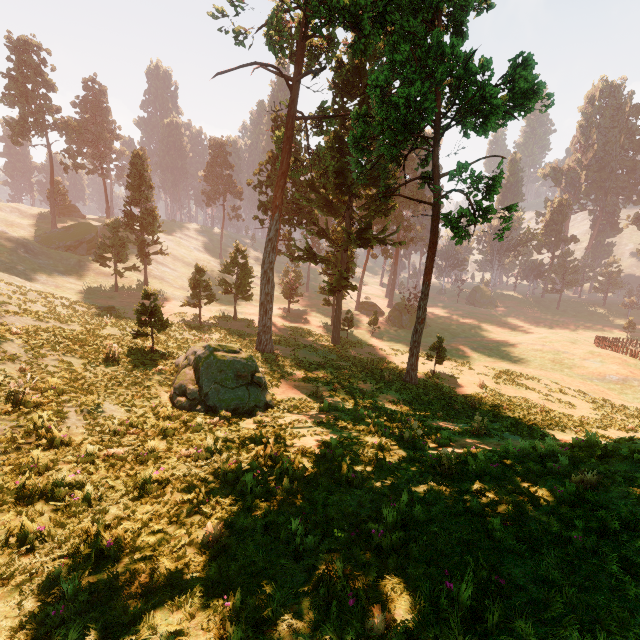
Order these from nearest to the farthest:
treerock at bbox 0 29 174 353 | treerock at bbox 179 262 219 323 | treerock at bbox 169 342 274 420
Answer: treerock at bbox 169 342 274 420
treerock at bbox 179 262 219 323
treerock at bbox 0 29 174 353

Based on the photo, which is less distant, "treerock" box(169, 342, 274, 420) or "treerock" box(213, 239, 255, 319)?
"treerock" box(169, 342, 274, 420)

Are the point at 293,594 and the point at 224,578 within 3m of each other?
yes

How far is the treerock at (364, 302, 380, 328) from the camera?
45.5 meters

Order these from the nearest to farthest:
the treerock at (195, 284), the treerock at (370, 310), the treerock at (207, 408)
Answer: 1. the treerock at (207, 408)
2. the treerock at (195, 284)
3. the treerock at (370, 310)

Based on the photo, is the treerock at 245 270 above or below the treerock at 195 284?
above
